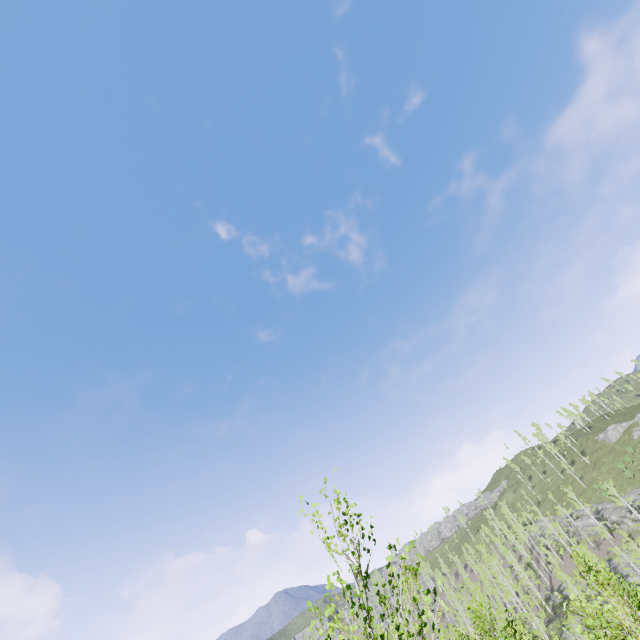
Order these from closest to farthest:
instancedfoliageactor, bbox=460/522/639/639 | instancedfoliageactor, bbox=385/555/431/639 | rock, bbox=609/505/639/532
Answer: instancedfoliageactor, bbox=385/555/431/639 → instancedfoliageactor, bbox=460/522/639/639 → rock, bbox=609/505/639/532

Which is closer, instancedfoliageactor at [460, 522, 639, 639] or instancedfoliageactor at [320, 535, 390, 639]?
instancedfoliageactor at [320, 535, 390, 639]

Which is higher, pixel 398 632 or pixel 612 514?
pixel 398 632

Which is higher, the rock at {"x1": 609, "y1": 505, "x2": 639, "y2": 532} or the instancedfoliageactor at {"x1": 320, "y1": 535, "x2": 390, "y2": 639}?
the instancedfoliageactor at {"x1": 320, "y1": 535, "x2": 390, "y2": 639}

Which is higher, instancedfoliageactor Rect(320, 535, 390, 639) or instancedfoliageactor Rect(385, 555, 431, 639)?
instancedfoliageactor Rect(320, 535, 390, 639)

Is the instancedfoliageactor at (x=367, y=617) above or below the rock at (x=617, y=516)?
above

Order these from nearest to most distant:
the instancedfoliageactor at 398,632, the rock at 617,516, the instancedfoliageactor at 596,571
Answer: the instancedfoliageactor at 398,632 → the instancedfoliageactor at 596,571 → the rock at 617,516
